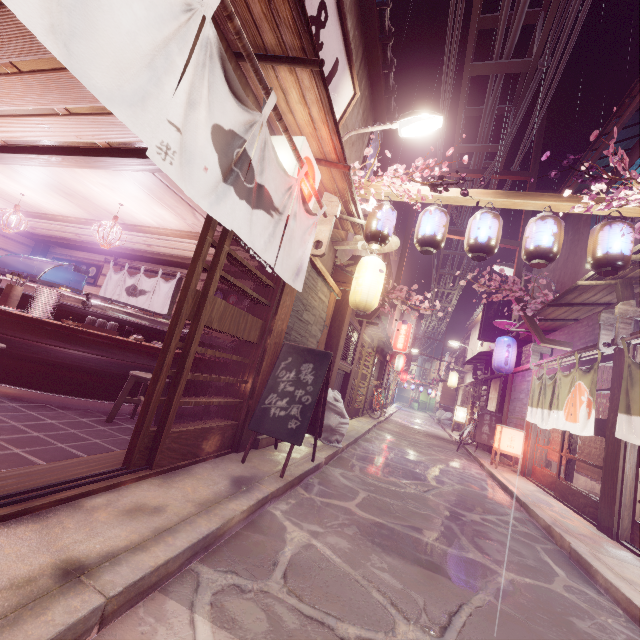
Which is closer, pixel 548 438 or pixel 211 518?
pixel 211 518

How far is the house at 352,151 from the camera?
11.4 meters

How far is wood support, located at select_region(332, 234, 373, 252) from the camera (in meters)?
11.97

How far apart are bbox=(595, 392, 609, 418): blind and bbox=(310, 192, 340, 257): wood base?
9.7 meters

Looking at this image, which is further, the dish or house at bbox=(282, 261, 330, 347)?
house at bbox=(282, 261, 330, 347)

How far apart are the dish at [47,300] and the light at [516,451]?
17.7 meters

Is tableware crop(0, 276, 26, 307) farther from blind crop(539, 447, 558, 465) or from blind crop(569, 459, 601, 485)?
blind crop(539, 447, 558, 465)

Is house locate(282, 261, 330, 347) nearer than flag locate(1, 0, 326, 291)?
No
